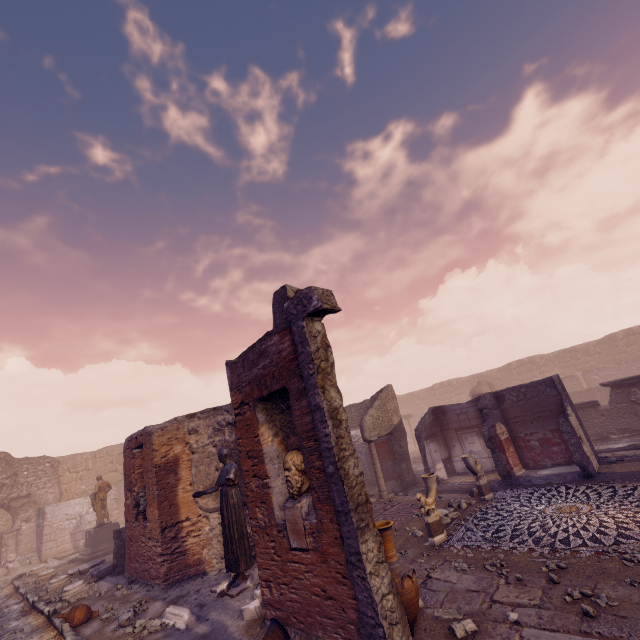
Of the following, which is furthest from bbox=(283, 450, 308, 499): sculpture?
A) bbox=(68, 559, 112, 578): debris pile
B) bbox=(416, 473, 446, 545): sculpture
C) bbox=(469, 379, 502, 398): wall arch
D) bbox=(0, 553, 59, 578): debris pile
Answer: bbox=(469, 379, 502, 398): wall arch

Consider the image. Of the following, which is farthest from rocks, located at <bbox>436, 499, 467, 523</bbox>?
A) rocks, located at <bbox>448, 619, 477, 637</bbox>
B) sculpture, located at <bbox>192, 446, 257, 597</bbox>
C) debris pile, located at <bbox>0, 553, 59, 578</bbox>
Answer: debris pile, located at <bbox>0, 553, 59, 578</bbox>

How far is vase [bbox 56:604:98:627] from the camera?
7.1m

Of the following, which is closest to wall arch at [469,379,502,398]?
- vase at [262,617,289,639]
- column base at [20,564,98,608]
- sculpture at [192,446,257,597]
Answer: sculpture at [192,446,257,597]

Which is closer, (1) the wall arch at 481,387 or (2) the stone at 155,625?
(2) the stone at 155,625

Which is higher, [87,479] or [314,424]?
[87,479]

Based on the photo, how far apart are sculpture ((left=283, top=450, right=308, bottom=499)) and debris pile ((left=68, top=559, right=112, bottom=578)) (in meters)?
10.23

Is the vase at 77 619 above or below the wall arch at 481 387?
below
